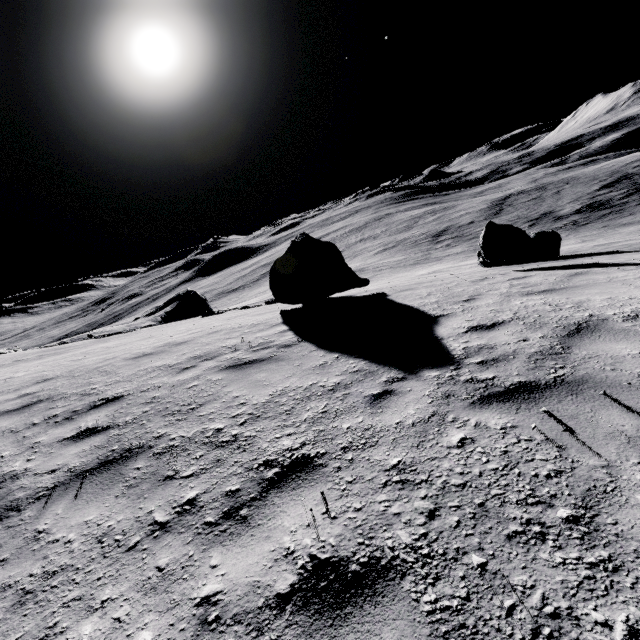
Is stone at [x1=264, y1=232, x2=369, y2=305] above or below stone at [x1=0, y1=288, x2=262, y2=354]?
above

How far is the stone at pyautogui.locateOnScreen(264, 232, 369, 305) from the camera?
9.7m

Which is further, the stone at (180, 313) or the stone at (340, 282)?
the stone at (180, 313)

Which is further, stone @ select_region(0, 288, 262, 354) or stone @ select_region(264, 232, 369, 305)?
stone @ select_region(0, 288, 262, 354)

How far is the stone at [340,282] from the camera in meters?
9.7 m

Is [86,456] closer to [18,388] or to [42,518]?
[42,518]
